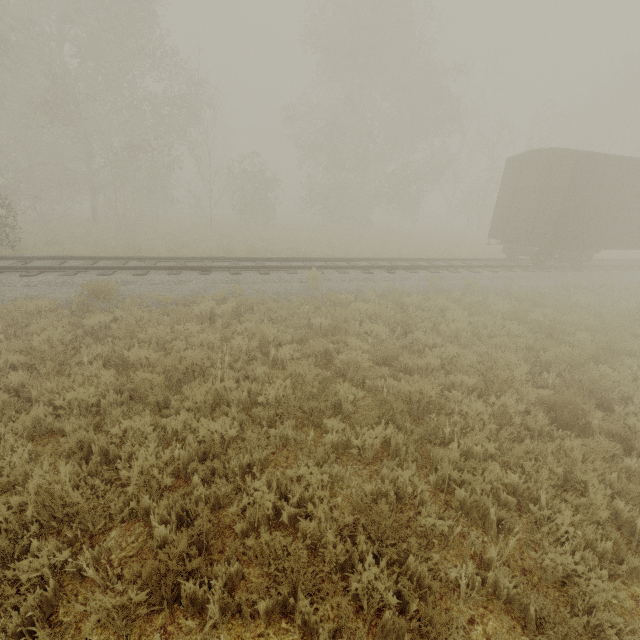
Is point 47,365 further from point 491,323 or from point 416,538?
point 491,323
